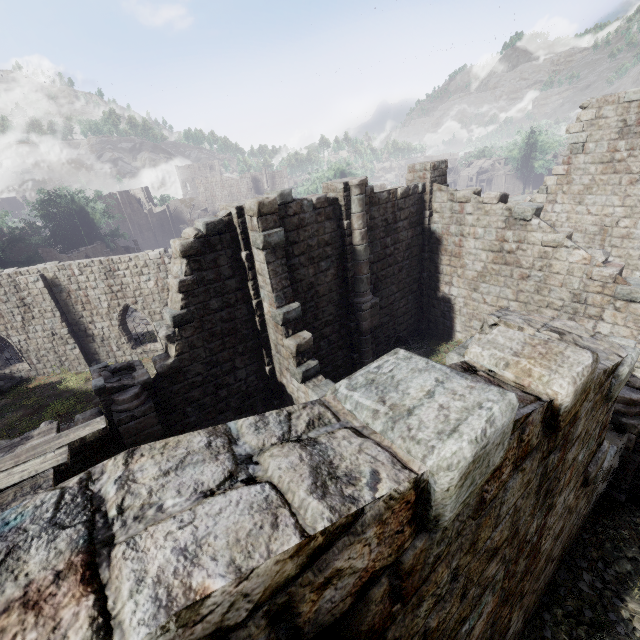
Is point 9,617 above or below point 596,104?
below

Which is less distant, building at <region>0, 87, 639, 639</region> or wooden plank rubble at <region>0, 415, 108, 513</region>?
building at <region>0, 87, 639, 639</region>

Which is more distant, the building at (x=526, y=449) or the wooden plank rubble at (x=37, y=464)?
the wooden plank rubble at (x=37, y=464)
